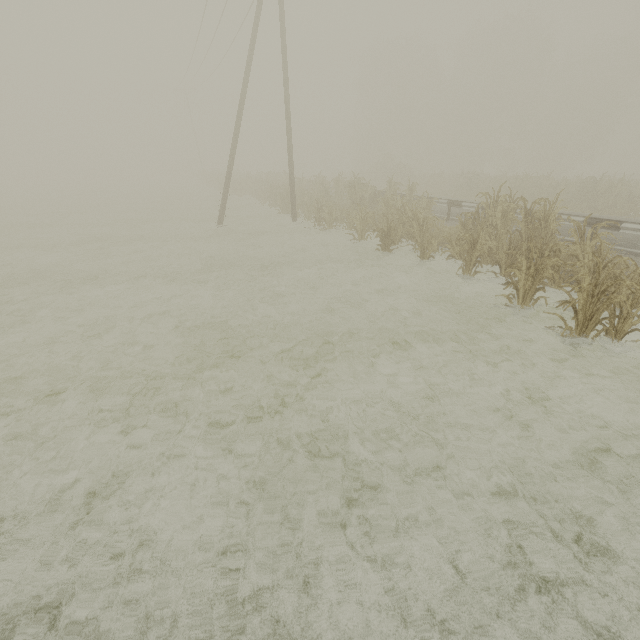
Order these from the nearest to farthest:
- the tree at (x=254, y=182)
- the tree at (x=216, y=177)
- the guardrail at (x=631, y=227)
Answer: the guardrail at (x=631, y=227) < the tree at (x=254, y=182) < the tree at (x=216, y=177)

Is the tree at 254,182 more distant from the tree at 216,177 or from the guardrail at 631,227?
the tree at 216,177

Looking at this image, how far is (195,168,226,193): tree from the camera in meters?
35.5 m

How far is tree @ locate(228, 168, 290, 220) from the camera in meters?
19.2 m

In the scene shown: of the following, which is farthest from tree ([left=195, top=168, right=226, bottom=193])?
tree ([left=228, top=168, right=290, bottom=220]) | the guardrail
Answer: tree ([left=228, top=168, right=290, bottom=220])

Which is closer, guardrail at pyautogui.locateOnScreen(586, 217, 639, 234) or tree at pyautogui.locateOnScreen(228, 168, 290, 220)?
guardrail at pyautogui.locateOnScreen(586, 217, 639, 234)

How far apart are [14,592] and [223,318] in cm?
545

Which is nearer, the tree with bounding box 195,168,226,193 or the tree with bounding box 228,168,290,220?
the tree with bounding box 228,168,290,220
